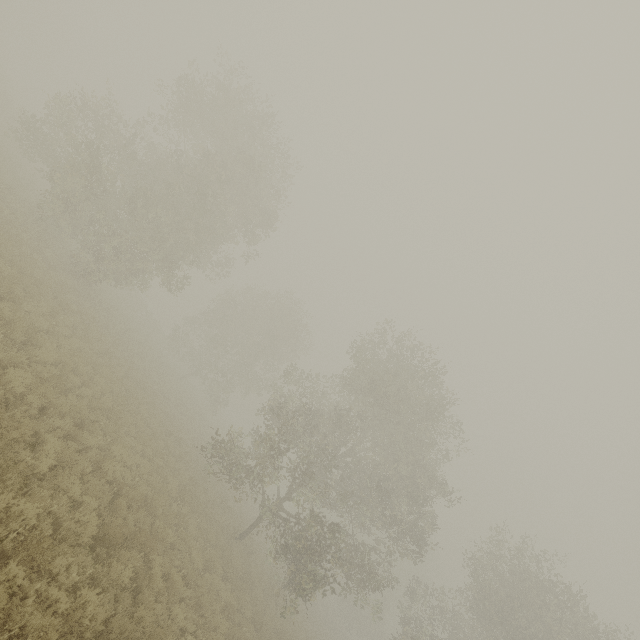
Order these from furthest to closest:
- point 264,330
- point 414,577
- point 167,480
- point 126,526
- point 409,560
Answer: point 409,560
point 264,330
point 414,577
point 167,480
point 126,526
